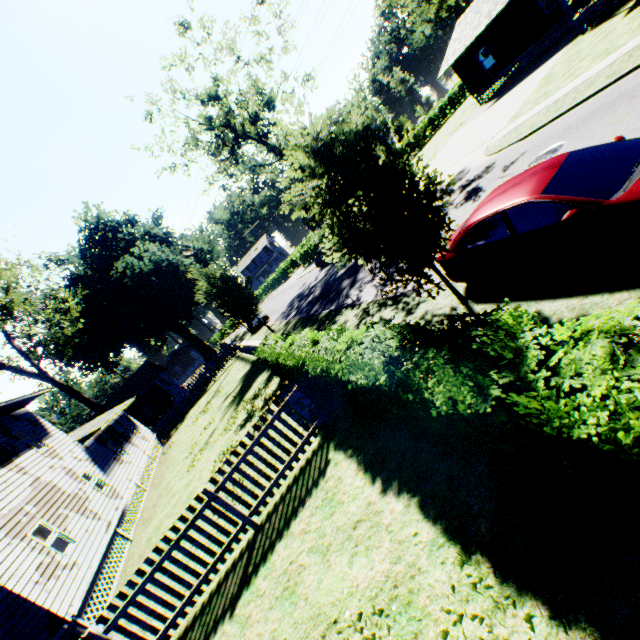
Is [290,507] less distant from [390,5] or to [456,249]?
[456,249]

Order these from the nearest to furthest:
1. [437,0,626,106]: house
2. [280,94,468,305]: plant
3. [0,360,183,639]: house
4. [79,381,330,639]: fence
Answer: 1. [280,94,468,305]: plant
2. [79,381,330,639]: fence
3. [0,360,183,639]: house
4. [437,0,626,106]: house

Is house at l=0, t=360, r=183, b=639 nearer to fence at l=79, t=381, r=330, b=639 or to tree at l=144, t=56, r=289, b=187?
fence at l=79, t=381, r=330, b=639

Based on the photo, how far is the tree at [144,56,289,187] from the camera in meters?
27.2 m

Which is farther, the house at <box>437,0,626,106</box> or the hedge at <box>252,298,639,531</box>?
the house at <box>437,0,626,106</box>

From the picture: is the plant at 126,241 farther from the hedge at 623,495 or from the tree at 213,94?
the tree at 213,94

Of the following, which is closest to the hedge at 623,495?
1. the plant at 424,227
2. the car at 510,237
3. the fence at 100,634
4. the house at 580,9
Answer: the fence at 100,634

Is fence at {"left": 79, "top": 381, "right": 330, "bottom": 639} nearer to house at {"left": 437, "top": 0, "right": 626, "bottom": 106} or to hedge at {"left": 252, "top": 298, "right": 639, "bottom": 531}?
hedge at {"left": 252, "top": 298, "right": 639, "bottom": 531}
